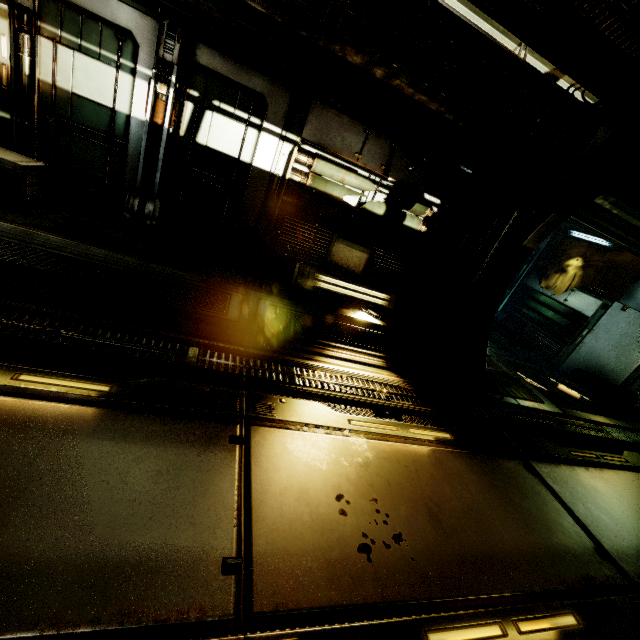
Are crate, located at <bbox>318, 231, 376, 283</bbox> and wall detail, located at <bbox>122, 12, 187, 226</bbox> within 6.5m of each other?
yes

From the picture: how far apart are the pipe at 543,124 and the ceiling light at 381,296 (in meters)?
3.06

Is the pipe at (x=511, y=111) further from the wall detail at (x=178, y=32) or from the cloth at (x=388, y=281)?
the cloth at (x=388, y=281)

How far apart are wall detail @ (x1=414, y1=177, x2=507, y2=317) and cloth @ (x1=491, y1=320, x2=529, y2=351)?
6.9 meters

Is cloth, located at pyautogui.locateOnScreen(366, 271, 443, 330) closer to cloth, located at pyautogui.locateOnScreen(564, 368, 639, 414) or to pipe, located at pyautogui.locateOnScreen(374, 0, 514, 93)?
pipe, located at pyautogui.locateOnScreen(374, 0, 514, 93)

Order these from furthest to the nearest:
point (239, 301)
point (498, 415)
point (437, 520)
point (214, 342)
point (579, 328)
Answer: point (579, 328) < point (498, 415) < point (239, 301) < point (214, 342) < point (437, 520)

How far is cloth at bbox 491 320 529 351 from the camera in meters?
11.4

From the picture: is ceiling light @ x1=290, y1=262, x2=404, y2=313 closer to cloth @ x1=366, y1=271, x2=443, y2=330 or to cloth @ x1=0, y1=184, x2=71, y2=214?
cloth @ x1=366, y1=271, x2=443, y2=330
